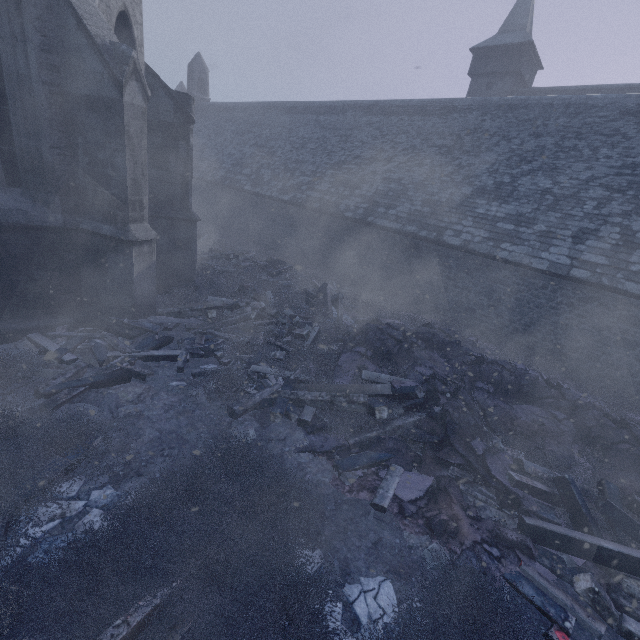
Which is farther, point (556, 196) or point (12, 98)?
point (556, 196)

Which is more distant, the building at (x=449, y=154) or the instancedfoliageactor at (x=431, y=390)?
the building at (x=449, y=154)

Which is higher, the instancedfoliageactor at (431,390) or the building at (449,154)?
the building at (449,154)

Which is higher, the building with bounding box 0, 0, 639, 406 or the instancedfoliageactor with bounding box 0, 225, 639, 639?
the building with bounding box 0, 0, 639, 406

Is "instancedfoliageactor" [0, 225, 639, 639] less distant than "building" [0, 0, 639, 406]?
Yes
